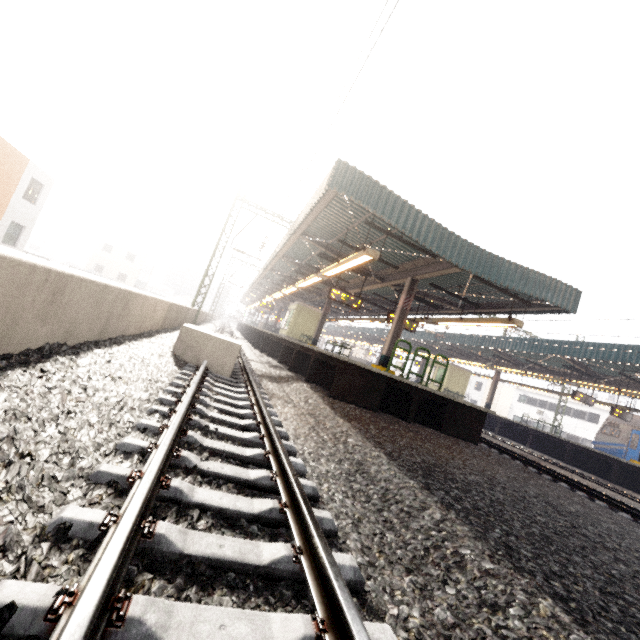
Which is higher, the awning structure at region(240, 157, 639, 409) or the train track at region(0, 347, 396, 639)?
the awning structure at region(240, 157, 639, 409)

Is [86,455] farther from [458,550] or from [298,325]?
[298,325]

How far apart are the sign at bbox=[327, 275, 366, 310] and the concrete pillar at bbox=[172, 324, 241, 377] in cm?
546

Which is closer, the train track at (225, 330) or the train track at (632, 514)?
the train track at (632, 514)

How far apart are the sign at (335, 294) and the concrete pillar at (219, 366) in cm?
546

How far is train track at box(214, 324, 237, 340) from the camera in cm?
2305

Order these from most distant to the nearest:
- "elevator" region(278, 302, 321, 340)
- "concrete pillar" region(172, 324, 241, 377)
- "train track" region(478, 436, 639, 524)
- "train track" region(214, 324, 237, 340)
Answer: "elevator" region(278, 302, 321, 340)
"train track" region(214, 324, 237, 340)
"train track" region(478, 436, 639, 524)
"concrete pillar" region(172, 324, 241, 377)

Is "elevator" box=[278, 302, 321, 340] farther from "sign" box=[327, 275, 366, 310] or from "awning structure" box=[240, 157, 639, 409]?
"sign" box=[327, 275, 366, 310]
